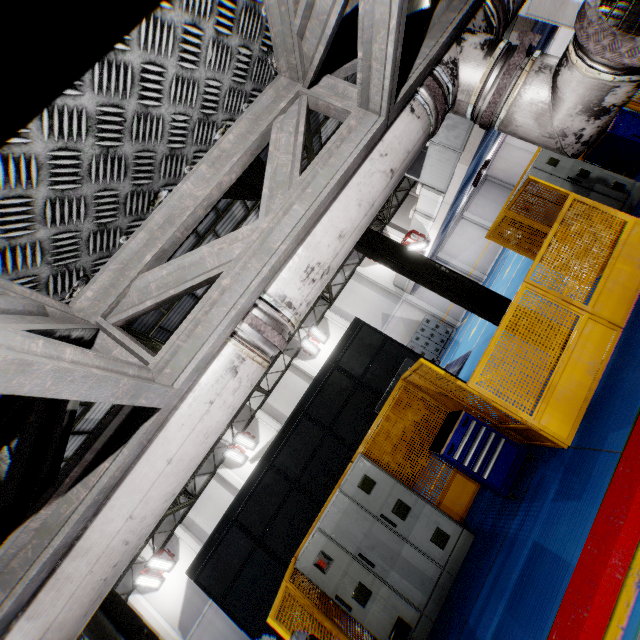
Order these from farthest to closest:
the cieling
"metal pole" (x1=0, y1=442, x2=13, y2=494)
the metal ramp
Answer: the metal ramp < the cieling < "metal pole" (x1=0, y1=442, x2=13, y2=494)

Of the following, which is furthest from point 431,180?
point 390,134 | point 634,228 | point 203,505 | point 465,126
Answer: point 203,505

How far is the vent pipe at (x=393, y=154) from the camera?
1.8m

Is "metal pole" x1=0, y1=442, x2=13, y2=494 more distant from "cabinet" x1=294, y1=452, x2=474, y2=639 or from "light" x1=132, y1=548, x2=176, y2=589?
"light" x1=132, y1=548, x2=176, y2=589

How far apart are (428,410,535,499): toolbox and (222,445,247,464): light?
16.21m

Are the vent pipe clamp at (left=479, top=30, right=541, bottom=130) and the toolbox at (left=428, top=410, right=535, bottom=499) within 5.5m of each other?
yes

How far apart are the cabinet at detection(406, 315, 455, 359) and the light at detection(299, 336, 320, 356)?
5.5 meters

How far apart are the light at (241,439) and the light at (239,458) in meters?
0.1 m
